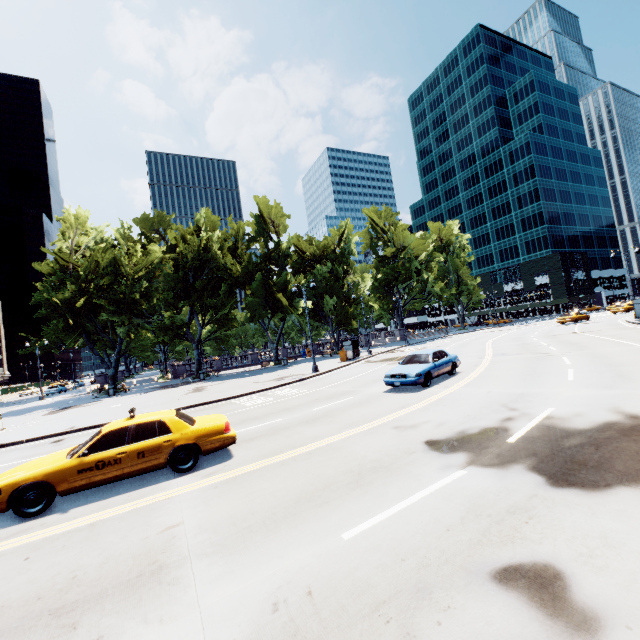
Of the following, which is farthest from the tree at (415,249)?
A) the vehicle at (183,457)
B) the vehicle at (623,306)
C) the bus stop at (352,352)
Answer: the vehicle at (183,457)

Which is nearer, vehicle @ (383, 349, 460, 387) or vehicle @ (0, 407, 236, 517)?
vehicle @ (0, 407, 236, 517)

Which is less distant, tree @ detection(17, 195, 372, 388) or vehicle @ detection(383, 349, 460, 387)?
vehicle @ detection(383, 349, 460, 387)

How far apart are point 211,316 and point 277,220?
14.4 meters

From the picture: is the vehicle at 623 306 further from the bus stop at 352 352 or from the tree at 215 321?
the bus stop at 352 352

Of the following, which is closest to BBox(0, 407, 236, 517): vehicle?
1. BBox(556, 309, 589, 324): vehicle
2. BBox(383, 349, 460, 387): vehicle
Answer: BBox(383, 349, 460, 387): vehicle

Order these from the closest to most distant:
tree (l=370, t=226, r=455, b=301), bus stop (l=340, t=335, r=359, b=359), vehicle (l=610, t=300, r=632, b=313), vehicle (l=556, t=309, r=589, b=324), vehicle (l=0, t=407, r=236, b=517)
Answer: vehicle (l=0, t=407, r=236, b=517)
bus stop (l=340, t=335, r=359, b=359)
vehicle (l=556, t=309, r=589, b=324)
vehicle (l=610, t=300, r=632, b=313)
tree (l=370, t=226, r=455, b=301)

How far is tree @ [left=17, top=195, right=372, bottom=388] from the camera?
33.25m
